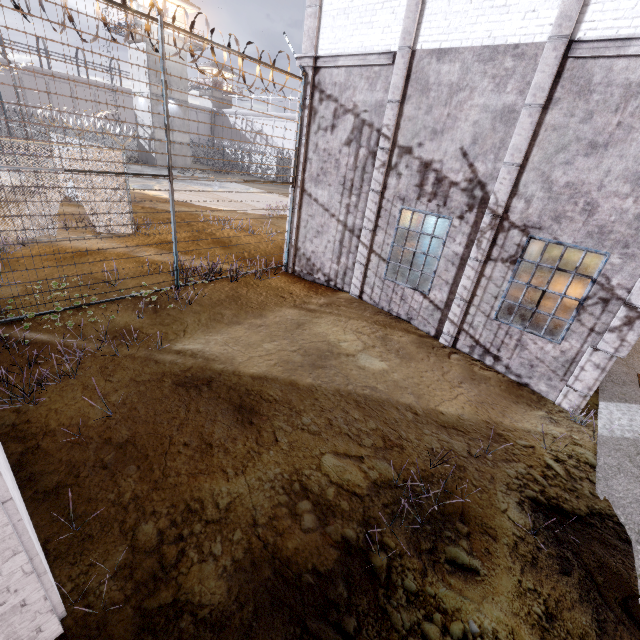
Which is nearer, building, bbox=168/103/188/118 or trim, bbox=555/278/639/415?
trim, bbox=555/278/639/415

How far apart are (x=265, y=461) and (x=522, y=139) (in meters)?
7.41

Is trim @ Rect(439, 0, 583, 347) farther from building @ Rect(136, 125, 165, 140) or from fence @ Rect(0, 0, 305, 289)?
building @ Rect(136, 125, 165, 140)

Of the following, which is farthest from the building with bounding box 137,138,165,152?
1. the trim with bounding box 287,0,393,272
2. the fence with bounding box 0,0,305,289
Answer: the trim with bounding box 287,0,393,272

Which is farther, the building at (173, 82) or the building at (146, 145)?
the building at (146, 145)

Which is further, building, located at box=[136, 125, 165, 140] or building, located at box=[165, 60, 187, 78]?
building, located at box=[136, 125, 165, 140]

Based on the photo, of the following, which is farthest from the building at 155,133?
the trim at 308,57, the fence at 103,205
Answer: the trim at 308,57
